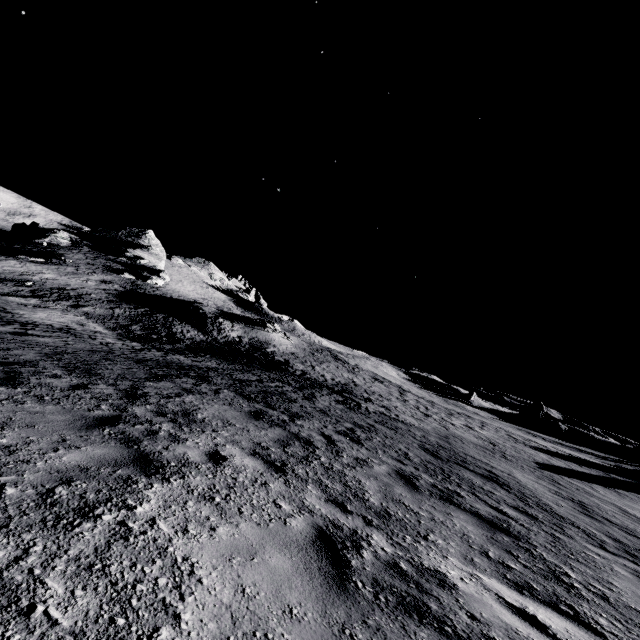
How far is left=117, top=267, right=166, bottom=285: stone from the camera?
52.7 meters

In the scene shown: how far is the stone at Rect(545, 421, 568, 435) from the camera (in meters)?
53.06

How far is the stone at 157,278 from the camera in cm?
5269

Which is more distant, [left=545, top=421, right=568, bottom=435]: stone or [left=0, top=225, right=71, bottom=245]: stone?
[left=0, top=225, right=71, bottom=245]: stone

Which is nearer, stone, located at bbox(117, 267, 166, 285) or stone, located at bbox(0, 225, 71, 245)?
stone, located at bbox(117, 267, 166, 285)

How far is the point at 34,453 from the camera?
3.5 meters

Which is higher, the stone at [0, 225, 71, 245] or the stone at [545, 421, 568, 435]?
the stone at [545, 421, 568, 435]

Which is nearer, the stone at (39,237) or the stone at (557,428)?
the stone at (557,428)
